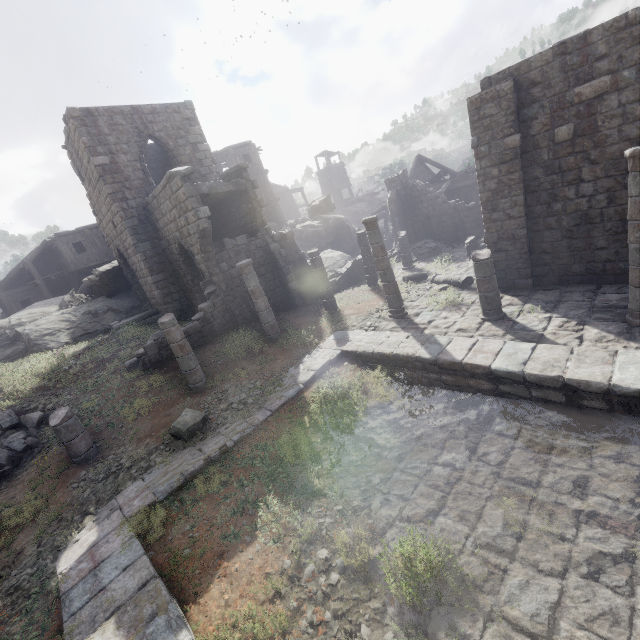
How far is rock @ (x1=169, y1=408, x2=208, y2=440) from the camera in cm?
847

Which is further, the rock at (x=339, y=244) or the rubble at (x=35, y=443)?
the rock at (x=339, y=244)

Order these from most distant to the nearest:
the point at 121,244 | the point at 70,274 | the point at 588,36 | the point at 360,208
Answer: the point at 360,208, the point at 70,274, the point at 121,244, the point at 588,36

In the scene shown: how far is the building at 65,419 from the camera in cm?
829

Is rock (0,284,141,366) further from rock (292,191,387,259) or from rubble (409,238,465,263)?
rubble (409,238,465,263)

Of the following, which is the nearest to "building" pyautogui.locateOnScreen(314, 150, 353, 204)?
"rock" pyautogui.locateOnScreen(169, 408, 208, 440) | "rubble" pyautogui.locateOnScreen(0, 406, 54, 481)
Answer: "rubble" pyautogui.locateOnScreen(0, 406, 54, 481)

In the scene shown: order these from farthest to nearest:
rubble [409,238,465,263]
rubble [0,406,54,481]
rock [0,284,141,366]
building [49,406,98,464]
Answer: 1. rubble [409,238,465,263]
2. rock [0,284,141,366]
3. rubble [0,406,54,481]
4. building [49,406,98,464]

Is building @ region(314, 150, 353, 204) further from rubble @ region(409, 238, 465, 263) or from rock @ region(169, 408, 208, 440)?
rock @ region(169, 408, 208, 440)
